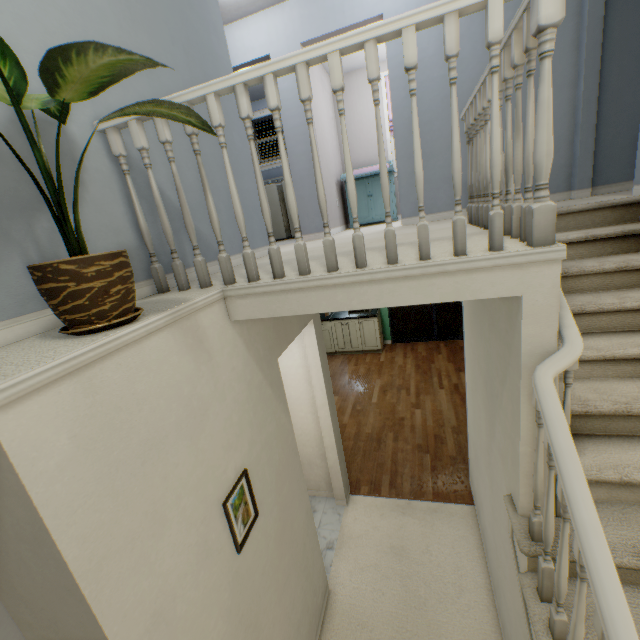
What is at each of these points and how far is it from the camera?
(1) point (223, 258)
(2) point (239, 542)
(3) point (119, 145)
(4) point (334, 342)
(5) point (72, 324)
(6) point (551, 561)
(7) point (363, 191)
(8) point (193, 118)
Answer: (1) stairs, 1.51m
(2) picture, 1.50m
(3) stairs, 1.46m
(4) cabinet, 7.04m
(5) plant, 1.00m
(6) stairs, 1.28m
(7) changing dresser, 5.42m
(8) plant, 1.21m

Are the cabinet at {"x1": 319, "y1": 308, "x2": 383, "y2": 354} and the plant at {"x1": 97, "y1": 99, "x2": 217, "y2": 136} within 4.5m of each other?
no

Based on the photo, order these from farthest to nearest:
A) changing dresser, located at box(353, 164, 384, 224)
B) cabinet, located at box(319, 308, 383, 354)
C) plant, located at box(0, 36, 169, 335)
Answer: cabinet, located at box(319, 308, 383, 354) → changing dresser, located at box(353, 164, 384, 224) → plant, located at box(0, 36, 169, 335)

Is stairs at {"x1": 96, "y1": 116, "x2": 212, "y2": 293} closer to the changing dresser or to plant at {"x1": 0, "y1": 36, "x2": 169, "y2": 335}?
plant at {"x1": 0, "y1": 36, "x2": 169, "y2": 335}

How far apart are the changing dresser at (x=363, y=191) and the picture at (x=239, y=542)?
4.77m

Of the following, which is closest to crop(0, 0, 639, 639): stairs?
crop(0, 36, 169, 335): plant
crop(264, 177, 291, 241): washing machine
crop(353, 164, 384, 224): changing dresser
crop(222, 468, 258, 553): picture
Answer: crop(0, 36, 169, 335): plant

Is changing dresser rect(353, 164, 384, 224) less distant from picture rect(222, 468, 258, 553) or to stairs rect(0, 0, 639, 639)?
stairs rect(0, 0, 639, 639)

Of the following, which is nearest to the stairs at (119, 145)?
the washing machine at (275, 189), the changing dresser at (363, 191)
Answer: the changing dresser at (363, 191)
